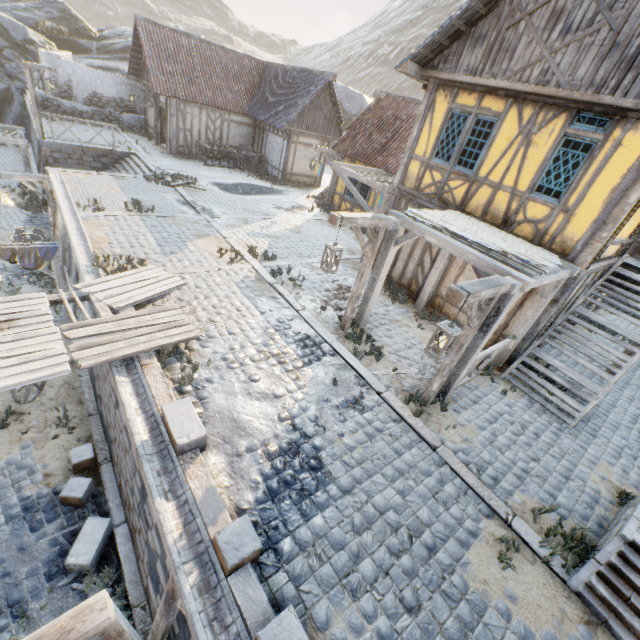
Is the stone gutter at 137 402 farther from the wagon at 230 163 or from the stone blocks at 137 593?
the wagon at 230 163

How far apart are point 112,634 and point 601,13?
12.2 meters

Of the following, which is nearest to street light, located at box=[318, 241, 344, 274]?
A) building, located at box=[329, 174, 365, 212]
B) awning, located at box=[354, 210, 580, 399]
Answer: awning, located at box=[354, 210, 580, 399]

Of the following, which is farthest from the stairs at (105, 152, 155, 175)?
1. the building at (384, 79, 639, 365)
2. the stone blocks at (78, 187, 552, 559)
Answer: the building at (384, 79, 639, 365)

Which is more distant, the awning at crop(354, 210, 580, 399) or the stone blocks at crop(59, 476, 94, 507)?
the stone blocks at crop(59, 476, 94, 507)

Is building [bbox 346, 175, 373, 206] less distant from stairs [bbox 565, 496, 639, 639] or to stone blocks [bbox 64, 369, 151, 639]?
stone blocks [bbox 64, 369, 151, 639]

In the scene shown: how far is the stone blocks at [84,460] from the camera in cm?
691

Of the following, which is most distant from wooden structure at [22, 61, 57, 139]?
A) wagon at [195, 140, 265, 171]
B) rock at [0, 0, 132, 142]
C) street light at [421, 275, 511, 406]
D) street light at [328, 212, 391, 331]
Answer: street light at [421, 275, 511, 406]
